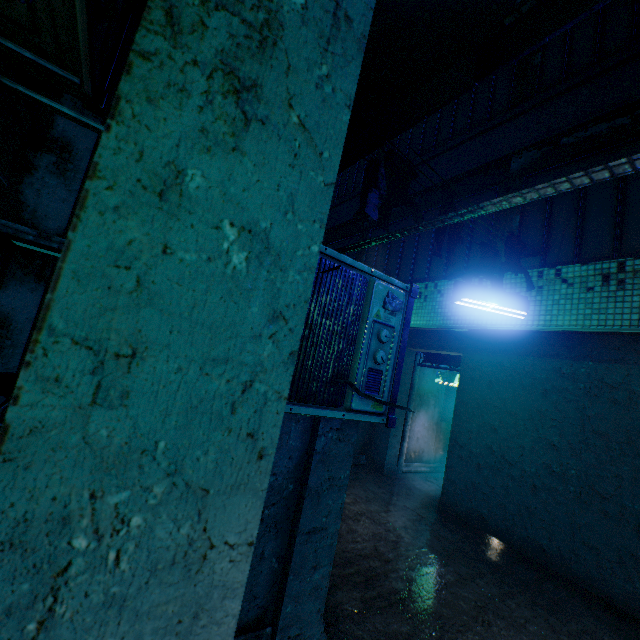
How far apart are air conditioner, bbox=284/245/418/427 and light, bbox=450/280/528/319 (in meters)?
1.89

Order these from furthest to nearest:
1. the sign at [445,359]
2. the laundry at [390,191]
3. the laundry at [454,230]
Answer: the sign at [445,359] < the laundry at [454,230] < the laundry at [390,191]

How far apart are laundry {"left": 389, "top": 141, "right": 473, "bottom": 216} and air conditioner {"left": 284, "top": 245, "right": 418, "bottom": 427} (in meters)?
1.55

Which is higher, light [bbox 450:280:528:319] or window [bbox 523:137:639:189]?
window [bbox 523:137:639:189]

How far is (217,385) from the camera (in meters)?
0.56

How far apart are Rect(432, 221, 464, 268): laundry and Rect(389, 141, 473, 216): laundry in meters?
0.2

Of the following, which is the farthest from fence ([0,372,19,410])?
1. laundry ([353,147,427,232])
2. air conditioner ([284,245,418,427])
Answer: laundry ([353,147,427,232])

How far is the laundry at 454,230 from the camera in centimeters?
364cm
